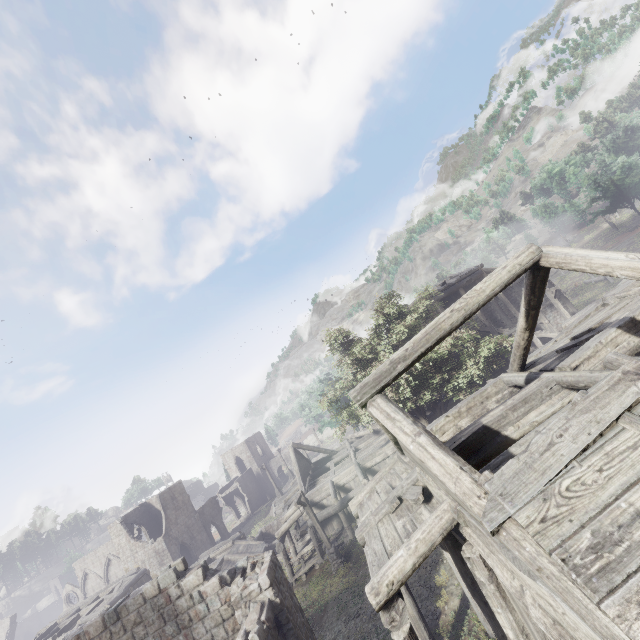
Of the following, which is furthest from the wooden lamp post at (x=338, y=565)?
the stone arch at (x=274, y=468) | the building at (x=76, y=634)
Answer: the stone arch at (x=274, y=468)

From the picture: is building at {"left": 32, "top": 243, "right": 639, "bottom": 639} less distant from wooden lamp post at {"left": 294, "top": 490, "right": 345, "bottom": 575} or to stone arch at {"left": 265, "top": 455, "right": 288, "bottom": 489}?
wooden lamp post at {"left": 294, "top": 490, "right": 345, "bottom": 575}

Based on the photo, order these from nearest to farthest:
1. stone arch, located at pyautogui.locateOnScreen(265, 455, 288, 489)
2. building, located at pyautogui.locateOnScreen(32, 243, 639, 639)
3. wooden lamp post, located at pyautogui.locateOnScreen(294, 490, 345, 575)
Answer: building, located at pyautogui.locateOnScreen(32, 243, 639, 639)
wooden lamp post, located at pyautogui.locateOnScreen(294, 490, 345, 575)
stone arch, located at pyautogui.locateOnScreen(265, 455, 288, 489)

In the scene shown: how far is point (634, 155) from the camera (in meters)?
43.75

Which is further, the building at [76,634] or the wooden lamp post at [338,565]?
the wooden lamp post at [338,565]

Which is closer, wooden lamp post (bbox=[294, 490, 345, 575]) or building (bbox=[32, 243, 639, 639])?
building (bbox=[32, 243, 639, 639])

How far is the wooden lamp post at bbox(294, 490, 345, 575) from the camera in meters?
18.4

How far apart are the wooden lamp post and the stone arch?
40.17m
